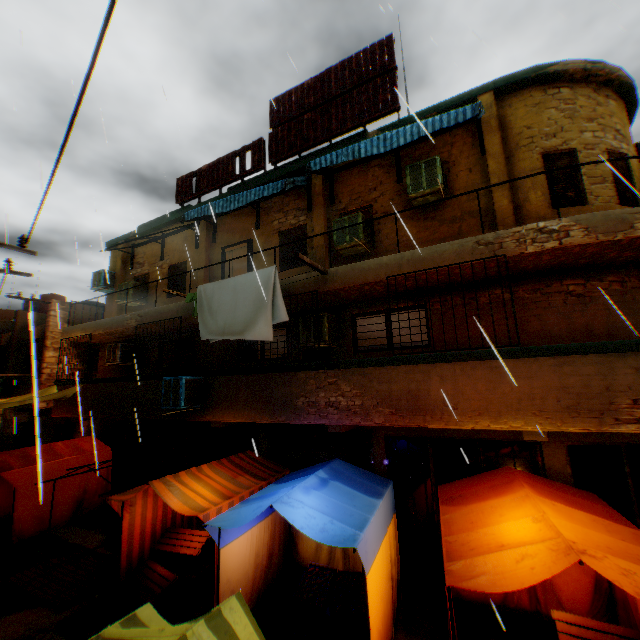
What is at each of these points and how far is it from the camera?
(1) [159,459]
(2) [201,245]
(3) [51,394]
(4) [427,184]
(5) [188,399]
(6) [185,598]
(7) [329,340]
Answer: (1) building, 11.7m
(2) building, 11.8m
(3) tent, 10.7m
(4) air conditioner, 7.5m
(5) air conditioner, 8.3m
(6) wooden pallet, 6.8m
(7) air conditioner, 8.2m

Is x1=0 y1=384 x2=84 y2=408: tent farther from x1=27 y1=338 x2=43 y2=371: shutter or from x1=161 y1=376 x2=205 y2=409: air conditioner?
x1=27 y1=338 x2=43 y2=371: shutter

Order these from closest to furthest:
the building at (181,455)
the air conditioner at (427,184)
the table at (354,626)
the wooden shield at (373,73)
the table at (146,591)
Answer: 1. the table at (354,626)
2. the table at (146,591)
3. the air conditioner at (427,184)
4. the wooden shield at (373,73)
5. the building at (181,455)

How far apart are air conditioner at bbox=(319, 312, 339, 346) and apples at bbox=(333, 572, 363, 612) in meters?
4.3 m

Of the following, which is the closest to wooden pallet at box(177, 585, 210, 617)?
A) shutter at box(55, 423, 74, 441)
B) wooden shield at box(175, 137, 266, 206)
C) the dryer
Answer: the dryer

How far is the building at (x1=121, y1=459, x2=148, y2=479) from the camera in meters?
11.8

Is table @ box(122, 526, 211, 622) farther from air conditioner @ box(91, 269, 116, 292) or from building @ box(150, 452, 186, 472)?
air conditioner @ box(91, 269, 116, 292)

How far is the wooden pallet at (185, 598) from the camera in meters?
6.4 m
